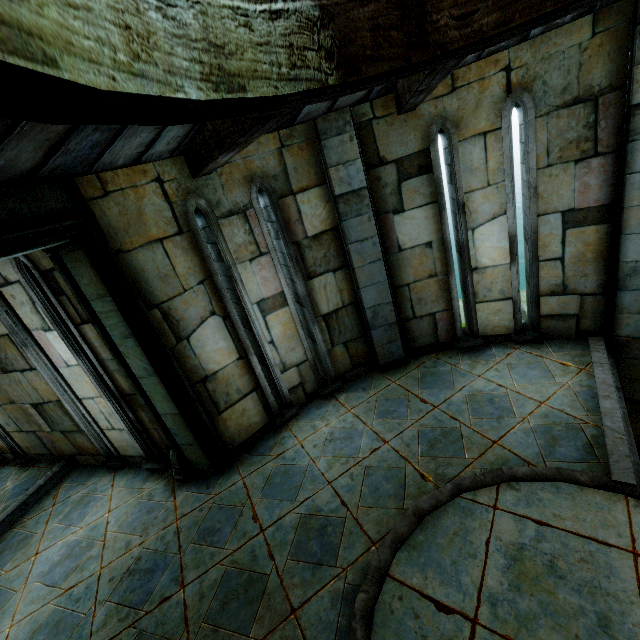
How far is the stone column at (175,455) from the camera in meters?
3.7 m

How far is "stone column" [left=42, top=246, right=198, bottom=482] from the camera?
3.7m

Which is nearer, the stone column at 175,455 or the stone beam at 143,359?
the stone beam at 143,359

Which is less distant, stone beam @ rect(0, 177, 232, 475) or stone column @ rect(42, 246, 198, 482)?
stone beam @ rect(0, 177, 232, 475)

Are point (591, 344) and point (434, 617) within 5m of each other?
yes
